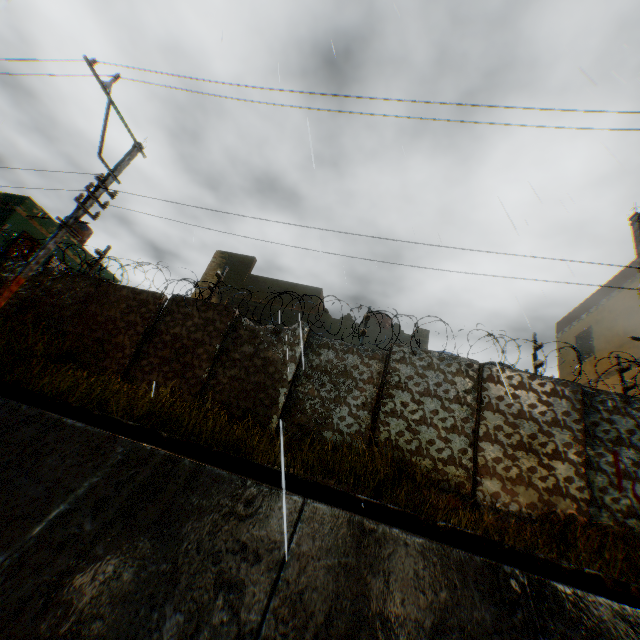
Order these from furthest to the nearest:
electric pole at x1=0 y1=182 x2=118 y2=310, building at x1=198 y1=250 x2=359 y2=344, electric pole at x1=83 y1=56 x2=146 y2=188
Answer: building at x1=198 y1=250 x2=359 y2=344 → electric pole at x1=83 y1=56 x2=146 y2=188 → electric pole at x1=0 y1=182 x2=118 y2=310

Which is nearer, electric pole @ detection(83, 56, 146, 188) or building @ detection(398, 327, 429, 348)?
electric pole @ detection(83, 56, 146, 188)

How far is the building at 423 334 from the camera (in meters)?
12.70

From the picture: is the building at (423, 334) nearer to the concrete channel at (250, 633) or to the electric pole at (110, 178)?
the concrete channel at (250, 633)

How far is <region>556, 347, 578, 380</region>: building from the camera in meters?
14.4 m

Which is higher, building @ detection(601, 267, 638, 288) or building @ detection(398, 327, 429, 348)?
building @ detection(601, 267, 638, 288)

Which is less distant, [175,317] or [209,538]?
[209,538]
